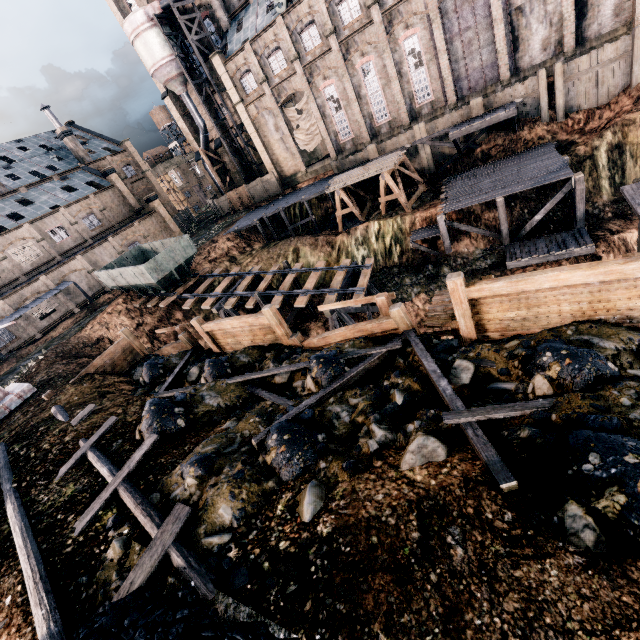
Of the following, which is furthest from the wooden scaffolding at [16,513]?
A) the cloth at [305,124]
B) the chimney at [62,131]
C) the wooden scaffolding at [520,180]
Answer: the chimney at [62,131]

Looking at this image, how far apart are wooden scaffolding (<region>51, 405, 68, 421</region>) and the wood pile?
26.83m

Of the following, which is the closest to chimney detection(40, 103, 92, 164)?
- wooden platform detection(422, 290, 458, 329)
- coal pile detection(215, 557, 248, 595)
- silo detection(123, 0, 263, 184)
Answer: silo detection(123, 0, 263, 184)

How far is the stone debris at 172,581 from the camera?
5.6 meters

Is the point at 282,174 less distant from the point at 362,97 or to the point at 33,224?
the point at 362,97

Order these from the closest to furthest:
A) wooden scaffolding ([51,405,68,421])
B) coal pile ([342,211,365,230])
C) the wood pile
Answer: wooden scaffolding ([51,405,68,421]) < the wood pile < coal pile ([342,211,365,230])

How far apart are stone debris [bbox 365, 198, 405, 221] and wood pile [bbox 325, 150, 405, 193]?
3.5m

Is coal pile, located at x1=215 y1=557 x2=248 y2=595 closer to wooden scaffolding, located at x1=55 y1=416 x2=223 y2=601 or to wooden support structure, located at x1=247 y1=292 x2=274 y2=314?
wooden scaffolding, located at x1=55 y1=416 x2=223 y2=601
